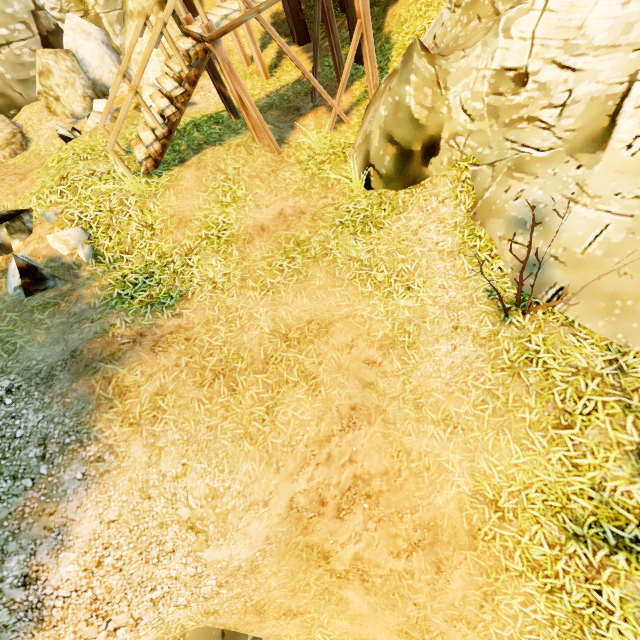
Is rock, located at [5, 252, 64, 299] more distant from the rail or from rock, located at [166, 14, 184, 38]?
rock, located at [166, 14, 184, 38]

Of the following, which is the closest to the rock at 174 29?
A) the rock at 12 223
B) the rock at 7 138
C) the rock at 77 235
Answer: the rock at 7 138

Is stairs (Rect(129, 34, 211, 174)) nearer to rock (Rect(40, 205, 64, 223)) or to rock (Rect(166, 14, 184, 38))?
rock (Rect(40, 205, 64, 223))

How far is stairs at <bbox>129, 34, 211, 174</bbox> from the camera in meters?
6.2 m

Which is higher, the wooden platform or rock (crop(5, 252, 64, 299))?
the wooden platform

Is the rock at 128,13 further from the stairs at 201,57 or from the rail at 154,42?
the stairs at 201,57

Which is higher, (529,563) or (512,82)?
(512,82)

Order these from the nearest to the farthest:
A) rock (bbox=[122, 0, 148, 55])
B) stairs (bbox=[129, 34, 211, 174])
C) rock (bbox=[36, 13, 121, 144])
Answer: stairs (bbox=[129, 34, 211, 174]), rock (bbox=[36, 13, 121, 144]), rock (bbox=[122, 0, 148, 55])
